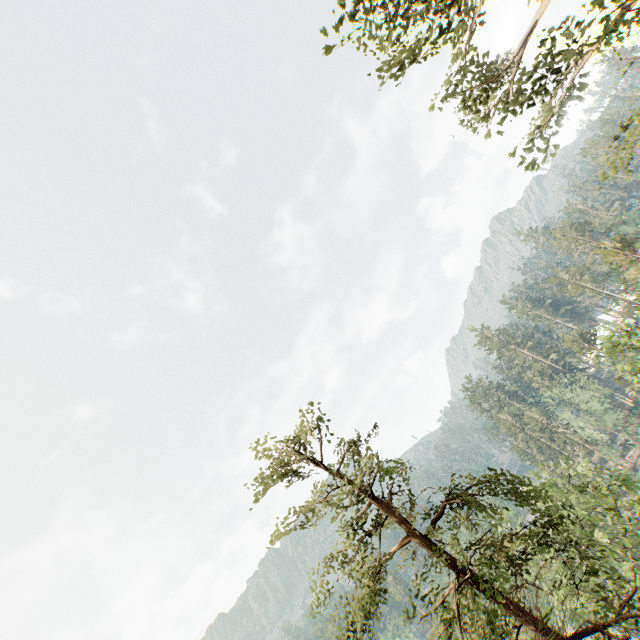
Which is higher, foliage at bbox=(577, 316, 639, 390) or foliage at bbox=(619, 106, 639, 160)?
foliage at bbox=(619, 106, 639, 160)

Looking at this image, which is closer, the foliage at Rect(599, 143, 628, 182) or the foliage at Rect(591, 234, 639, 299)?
the foliage at Rect(599, 143, 628, 182)

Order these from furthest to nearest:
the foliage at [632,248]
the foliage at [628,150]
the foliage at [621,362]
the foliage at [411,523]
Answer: the foliage at [632,248] → the foliage at [621,362] → the foliage at [411,523] → the foliage at [628,150]

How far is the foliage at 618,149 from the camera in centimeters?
966cm

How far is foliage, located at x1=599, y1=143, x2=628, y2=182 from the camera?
9.66m

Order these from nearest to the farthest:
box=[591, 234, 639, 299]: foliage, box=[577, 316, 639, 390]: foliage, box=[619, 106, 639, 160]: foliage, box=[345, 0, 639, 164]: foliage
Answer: box=[345, 0, 639, 164]: foliage → box=[619, 106, 639, 160]: foliage → box=[577, 316, 639, 390]: foliage → box=[591, 234, 639, 299]: foliage

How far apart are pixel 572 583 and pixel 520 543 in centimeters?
1389cm
